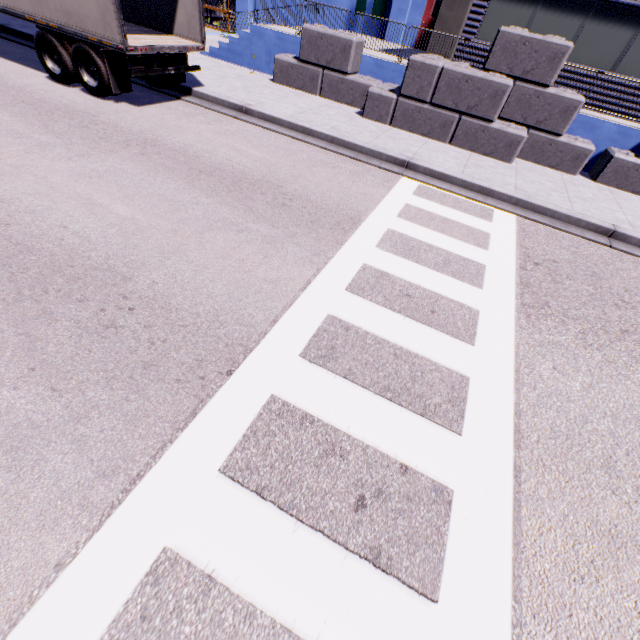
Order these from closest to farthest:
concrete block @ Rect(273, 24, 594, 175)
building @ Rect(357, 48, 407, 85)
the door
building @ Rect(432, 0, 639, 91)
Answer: concrete block @ Rect(273, 24, 594, 175), building @ Rect(432, 0, 639, 91), building @ Rect(357, 48, 407, 85), the door

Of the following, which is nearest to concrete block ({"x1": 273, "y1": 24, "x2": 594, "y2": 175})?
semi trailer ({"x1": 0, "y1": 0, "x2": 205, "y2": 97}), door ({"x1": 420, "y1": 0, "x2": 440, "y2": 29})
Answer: semi trailer ({"x1": 0, "y1": 0, "x2": 205, "y2": 97})

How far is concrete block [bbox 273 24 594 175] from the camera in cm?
892

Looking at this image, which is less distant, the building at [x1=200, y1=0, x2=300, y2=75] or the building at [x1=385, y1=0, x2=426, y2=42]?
the building at [x1=200, y1=0, x2=300, y2=75]

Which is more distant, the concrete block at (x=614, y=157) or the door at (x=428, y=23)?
the door at (x=428, y=23)

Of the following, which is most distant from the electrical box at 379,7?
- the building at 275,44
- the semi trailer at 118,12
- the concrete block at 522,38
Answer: the semi trailer at 118,12

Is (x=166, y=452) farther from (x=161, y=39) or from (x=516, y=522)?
(x=161, y=39)

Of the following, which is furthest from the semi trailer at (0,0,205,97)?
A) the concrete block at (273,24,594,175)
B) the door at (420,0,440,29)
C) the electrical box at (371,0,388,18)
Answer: the door at (420,0,440,29)
